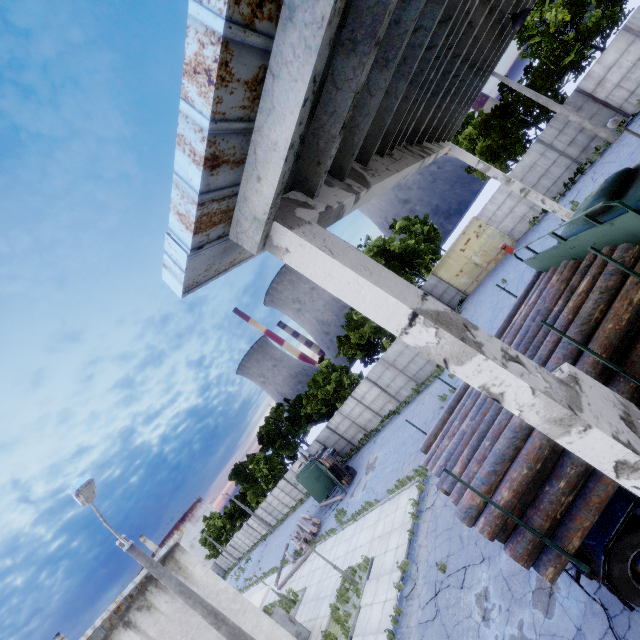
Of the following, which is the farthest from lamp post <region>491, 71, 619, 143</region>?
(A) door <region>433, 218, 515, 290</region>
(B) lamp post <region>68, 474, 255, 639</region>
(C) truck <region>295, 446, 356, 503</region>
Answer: (C) truck <region>295, 446, 356, 503</region>

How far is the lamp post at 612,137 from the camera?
19.4m

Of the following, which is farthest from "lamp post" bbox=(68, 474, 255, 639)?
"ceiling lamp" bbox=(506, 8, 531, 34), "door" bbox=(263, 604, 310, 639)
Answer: "ceiling lamp" bbox=(506, 8, 531, 34)

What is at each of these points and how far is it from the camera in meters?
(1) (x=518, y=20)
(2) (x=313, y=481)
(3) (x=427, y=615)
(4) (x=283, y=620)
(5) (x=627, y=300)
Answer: (1) ceiling lamp, 8.1
(2) truck, 30.2
(3) asphalt debris, 9.7
(4) door, 15.9
(5) log pile, 5.2

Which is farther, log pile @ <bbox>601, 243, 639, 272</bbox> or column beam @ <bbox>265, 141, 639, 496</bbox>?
log pile @ <bbox>601, 243, 639, 272</bbox>

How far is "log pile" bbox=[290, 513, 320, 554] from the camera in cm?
2506

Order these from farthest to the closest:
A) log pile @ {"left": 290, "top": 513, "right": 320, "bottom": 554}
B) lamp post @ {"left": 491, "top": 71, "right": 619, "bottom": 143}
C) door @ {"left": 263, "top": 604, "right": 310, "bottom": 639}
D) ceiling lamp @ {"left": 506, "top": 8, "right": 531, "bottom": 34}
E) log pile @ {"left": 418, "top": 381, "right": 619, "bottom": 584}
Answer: log pile @ {"left": 290, "top": 513, "right": 320, "bottom": 554} → lamp post @ {"left": 491, "top": 71, "right": 619, "bottom": 143} → door @ {"left": 263, "top": 604, "right": 310, "bottom": 639} → ceiling lamp @ {"left": 506, "top": 8, "right": 531, "bottom": 34} → log pile @ {"left": 418, "top": 381, "right": 619, "bottom": 584}

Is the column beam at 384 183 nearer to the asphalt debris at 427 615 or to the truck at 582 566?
the truck at 582 566
